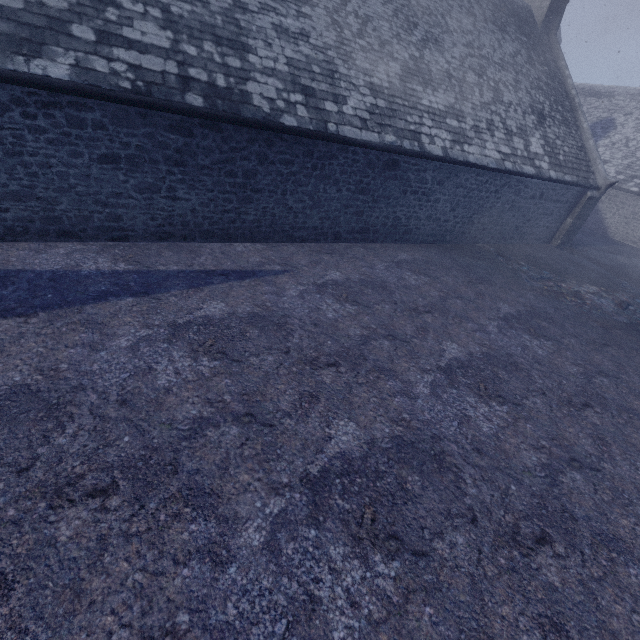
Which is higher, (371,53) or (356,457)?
(371,53)
